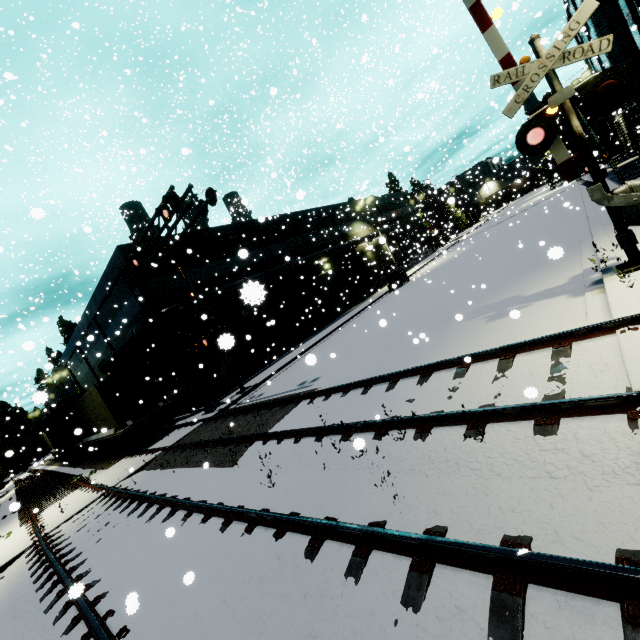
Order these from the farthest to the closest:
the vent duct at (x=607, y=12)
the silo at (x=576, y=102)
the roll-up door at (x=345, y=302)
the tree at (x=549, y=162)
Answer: the silo at (x=576, y=102)
the tree at (x=549, y=162)
the roll-up door at (x=345, y=302)
the vent duct at (x=607, y=12)

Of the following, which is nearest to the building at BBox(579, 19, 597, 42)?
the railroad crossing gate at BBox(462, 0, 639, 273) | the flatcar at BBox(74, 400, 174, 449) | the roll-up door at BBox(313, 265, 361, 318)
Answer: the roll-up door at BBox(313, 265, 361, 318)

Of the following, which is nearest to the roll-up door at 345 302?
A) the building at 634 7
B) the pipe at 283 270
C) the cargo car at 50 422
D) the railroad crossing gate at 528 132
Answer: the building at 634 7

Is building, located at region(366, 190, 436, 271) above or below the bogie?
above

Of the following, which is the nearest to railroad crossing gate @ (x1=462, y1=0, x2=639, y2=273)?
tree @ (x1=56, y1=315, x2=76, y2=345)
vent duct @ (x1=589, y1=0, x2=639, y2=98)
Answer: vent duct @ (x1=589, y1=0, x2=639, y2=98)

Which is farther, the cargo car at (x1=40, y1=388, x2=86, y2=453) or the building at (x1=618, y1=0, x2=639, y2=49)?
the cargo car at (x1=40, y1=388, x2=86, y2=453)

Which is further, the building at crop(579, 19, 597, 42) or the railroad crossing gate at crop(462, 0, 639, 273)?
the building at crop(579, 19, 597, 42)

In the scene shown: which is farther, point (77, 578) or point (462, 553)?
point (77, 578)
